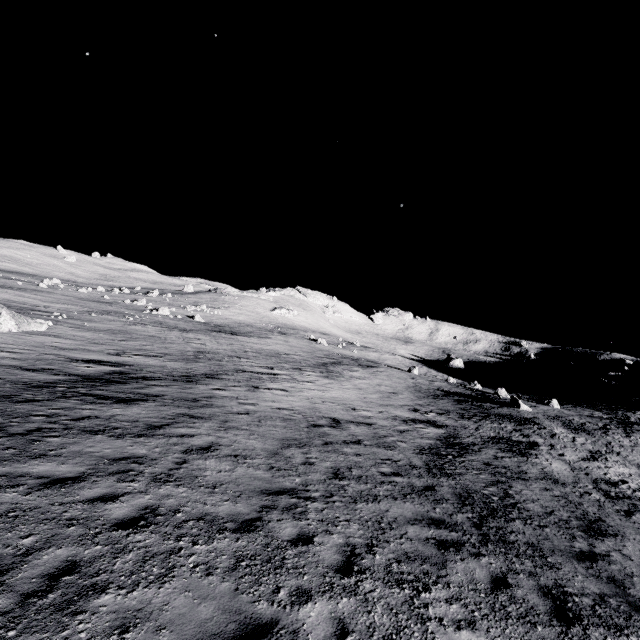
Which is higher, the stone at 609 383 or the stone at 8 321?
the stone at 609 383

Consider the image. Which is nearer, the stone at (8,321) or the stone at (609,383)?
the stone at (8,321)

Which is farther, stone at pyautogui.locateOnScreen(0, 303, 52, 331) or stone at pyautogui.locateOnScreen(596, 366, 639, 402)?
stone at pyautogui.locateOnScreen(596, 366, 639, 402)

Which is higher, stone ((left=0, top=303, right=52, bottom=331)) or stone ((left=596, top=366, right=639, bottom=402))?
stone ((left=596, top=366, right=639, bottom=402))

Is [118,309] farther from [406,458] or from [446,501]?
[446,501]
